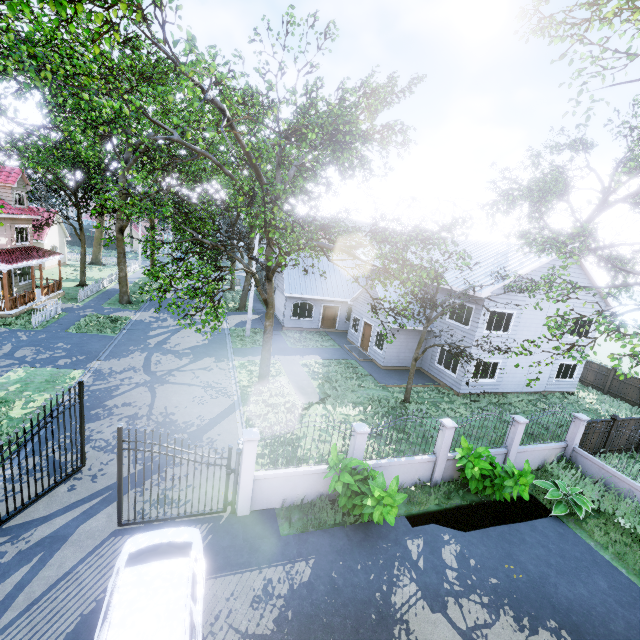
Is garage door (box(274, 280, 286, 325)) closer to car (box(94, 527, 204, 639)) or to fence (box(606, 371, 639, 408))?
fence (box(606, 371, 639, 408))

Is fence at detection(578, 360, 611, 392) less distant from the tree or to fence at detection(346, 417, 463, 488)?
the tree

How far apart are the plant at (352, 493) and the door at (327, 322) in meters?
18.5

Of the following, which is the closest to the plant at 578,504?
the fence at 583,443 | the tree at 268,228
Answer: Result: the fence at 583,443

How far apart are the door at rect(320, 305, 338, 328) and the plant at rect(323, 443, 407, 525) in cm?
1852

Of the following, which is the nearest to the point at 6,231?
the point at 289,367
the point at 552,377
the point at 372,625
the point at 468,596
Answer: the point at 289,367

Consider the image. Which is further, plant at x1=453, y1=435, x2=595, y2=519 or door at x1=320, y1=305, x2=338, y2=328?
door at x1=320, y1=305, x2=338, y2=328

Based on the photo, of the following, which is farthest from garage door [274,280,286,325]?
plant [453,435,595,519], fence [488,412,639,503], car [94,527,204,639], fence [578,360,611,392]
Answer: car [94,527,204,639]
